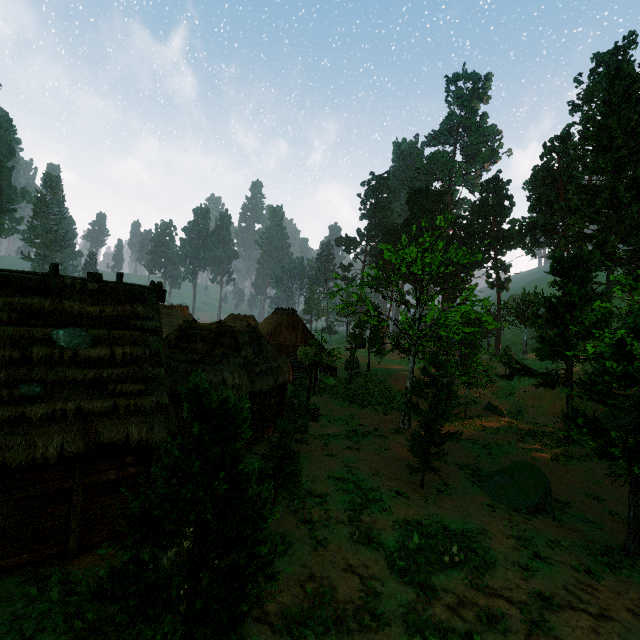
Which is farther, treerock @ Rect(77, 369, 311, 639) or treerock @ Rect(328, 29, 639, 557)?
treerock @ Rect(328, 29, 639, 557)

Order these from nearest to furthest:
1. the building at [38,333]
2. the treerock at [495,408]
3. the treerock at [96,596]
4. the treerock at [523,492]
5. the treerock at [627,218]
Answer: the treerock at [96,596], the building at [38,333], the treerock at [627,218], the treerock at [523,492], the treerock at [495,408]

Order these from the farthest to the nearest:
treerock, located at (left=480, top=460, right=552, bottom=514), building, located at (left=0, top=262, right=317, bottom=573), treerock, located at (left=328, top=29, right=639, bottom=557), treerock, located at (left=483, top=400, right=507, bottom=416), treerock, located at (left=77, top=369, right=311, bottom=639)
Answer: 1. treerock, located at (left=483, top=400, right=507, bottom=416)
2. treerock, located at (left=480, top=460, right=552, bottom=514)
3. treerock, located at (left=328, top=29, right=639, bottom=557)
4. building, located at (left=0, top=262, right=317, bottom=573)
5. treerock, located at (left=77, top=369, right=311, bottom=639)

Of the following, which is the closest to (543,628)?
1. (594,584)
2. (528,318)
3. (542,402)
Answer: (594,584)

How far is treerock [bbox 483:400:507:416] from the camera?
27.86m

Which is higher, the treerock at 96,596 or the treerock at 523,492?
the treerock at 96,596
